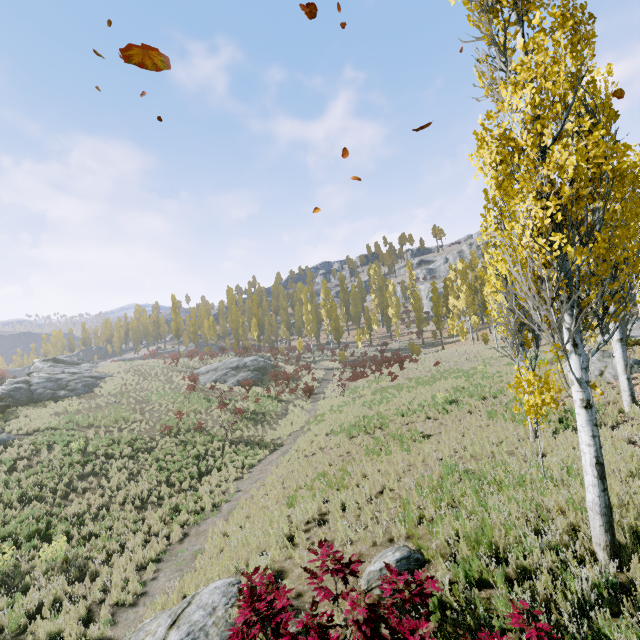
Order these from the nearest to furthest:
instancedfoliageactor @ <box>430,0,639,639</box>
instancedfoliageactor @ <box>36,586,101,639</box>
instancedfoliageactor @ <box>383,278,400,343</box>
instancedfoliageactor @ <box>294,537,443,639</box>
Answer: instancedfoliageactor @ <box>294,537,443,639</box>
instancedfoliageactor @ <box>430,0,639,639</box>
instancedfoliageactor @ <box>36,586,101,639</box>
instancedfoliageactor @ <box>383,278,400,343</box>

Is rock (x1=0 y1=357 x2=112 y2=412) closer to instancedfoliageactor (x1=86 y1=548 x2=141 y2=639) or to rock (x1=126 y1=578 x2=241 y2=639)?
instancedfoliageactor (x1=86 y1=548 x2=141 y2=639)

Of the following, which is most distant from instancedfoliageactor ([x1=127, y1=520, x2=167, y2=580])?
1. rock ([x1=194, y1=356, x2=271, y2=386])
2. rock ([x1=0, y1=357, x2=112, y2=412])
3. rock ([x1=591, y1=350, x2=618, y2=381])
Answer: rock ([x1=0, y1=357, x2=112, y2=412])

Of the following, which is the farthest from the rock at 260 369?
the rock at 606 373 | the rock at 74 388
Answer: the rock at 606 373

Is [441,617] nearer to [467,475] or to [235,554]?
[467,475]

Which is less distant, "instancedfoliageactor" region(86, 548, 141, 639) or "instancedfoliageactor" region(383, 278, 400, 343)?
"instancedfoliageactor" region(86, 548, 141, 639)

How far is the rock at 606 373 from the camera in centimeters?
1366cm

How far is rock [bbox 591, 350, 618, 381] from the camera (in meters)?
13.66
